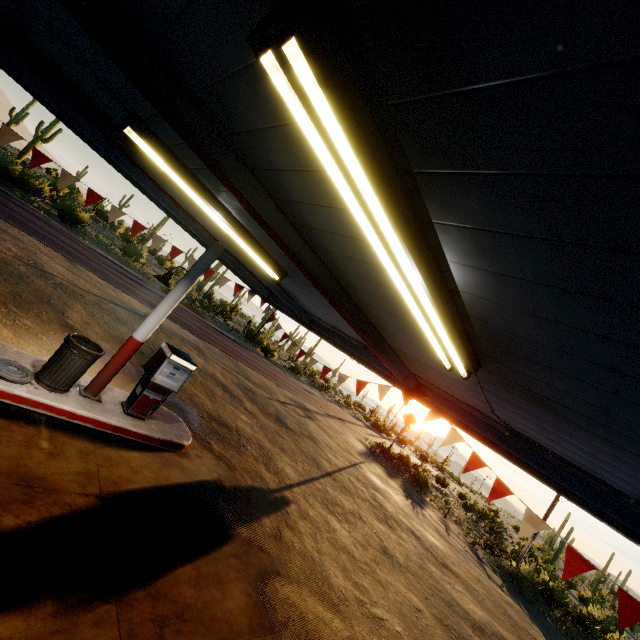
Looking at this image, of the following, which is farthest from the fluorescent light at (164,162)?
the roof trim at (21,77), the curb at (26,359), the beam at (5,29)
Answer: the curb at (26,359)

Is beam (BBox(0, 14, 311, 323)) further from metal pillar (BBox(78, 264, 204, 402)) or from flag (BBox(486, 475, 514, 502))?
flag (BBox(486, 475, 514, 502))

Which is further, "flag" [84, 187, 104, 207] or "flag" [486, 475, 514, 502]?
"flag" [84, 187, 104, 207]

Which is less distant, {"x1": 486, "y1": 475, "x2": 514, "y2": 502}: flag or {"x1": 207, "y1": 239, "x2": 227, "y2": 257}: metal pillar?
{"x1": 486, "y1": 475, "x2": 514, "y2": 502}: flag

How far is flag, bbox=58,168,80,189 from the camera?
6.5 meters

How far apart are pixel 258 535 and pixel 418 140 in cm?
741

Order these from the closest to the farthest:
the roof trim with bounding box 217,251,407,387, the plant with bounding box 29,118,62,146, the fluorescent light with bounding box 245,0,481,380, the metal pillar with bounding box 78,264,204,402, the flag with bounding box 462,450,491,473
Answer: the fluorescent light with bounding box 245,0,481,380, the flag with bounding box 462,450,491,473, the metal pillar with bounding box 78,264,204,402, the roof trim with bounding box 217,251,407,387, the plant with bounding box 29,118,62,146

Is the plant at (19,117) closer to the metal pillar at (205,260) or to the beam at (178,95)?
the metal pillar at (205,260)
